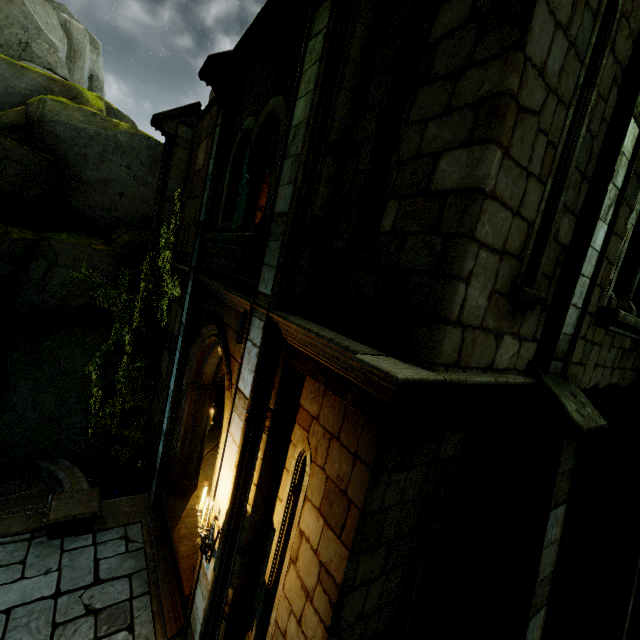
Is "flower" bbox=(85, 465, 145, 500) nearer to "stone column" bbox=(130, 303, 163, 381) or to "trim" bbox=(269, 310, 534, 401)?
"stone column" bbox=(130, 303, 163, 381)

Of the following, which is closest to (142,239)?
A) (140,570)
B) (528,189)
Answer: (140,570)

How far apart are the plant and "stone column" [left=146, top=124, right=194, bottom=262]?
0.0 meters

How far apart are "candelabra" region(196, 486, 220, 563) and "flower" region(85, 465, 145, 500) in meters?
6.8

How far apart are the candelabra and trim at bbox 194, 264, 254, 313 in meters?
2.3

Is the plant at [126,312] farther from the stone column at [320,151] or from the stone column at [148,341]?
the stone column at [320,151]

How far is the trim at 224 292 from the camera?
4.42m

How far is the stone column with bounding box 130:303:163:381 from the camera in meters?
10.3 m
